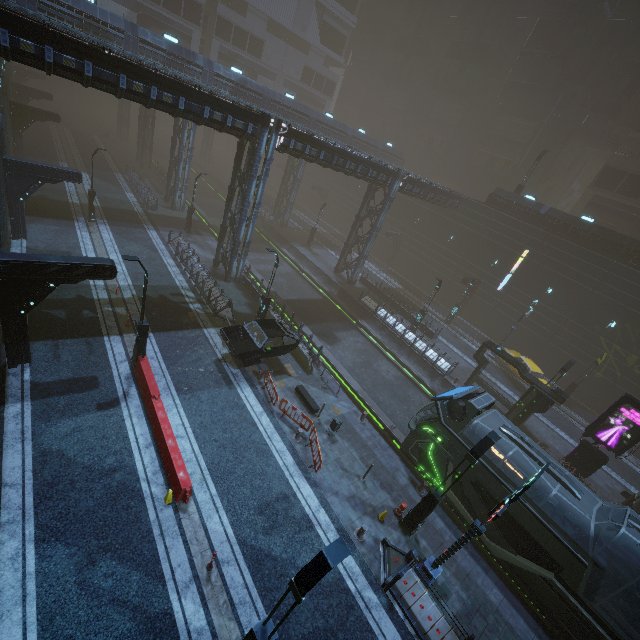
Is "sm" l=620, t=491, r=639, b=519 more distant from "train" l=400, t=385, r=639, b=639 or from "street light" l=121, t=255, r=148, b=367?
"street light" l=121, t=255, r=148, b=367

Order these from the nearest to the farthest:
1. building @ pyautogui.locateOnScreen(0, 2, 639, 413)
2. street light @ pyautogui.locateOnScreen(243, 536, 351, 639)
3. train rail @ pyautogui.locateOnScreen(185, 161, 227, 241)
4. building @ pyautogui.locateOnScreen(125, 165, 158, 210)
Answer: street light @ pyautogui.locateOnScreen(243, 536, 351, 639) → building @ pyautogui.locateOnScreen(0, 2, 639, 413) → building @ pyautogui.locateOnScreen(125, 165, 158, 210) → train rail @ pyautogui.locateOnScreen(185, 161, 227, 241)

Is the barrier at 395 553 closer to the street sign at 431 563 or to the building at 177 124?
the street sign at 431 563

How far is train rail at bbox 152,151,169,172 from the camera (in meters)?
49.97

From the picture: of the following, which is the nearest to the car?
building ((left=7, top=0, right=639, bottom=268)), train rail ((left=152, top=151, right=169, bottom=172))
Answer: building ((left=7, top=0, right=639, bottom=268))

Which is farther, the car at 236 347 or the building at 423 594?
the car at 236 347

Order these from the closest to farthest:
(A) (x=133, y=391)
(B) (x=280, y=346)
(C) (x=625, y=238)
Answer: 1. (A) (x=133, y=391)
2. (B) (x=280, y=346)
3. (C) (x=625, y=238)
